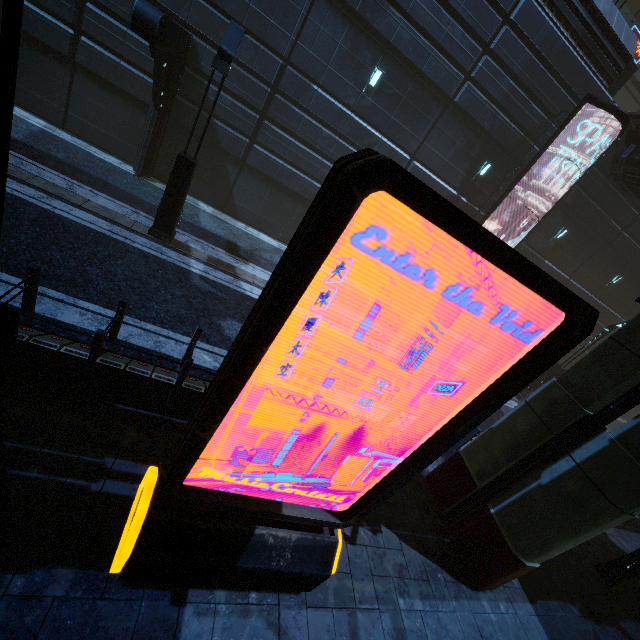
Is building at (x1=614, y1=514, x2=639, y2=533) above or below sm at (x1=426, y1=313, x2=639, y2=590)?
below

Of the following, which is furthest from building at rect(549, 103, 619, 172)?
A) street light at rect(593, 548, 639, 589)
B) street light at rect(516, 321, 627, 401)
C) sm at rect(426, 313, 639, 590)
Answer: street light at rect(516, 321, 627, 401)

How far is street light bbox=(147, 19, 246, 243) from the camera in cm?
740

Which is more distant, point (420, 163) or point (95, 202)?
point (420, 163)

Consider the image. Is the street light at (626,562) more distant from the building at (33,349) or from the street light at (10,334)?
the street light at (10,334)

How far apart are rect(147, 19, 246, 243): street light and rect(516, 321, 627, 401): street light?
16.7 meters

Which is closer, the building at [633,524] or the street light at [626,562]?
the street light at [626,562]
